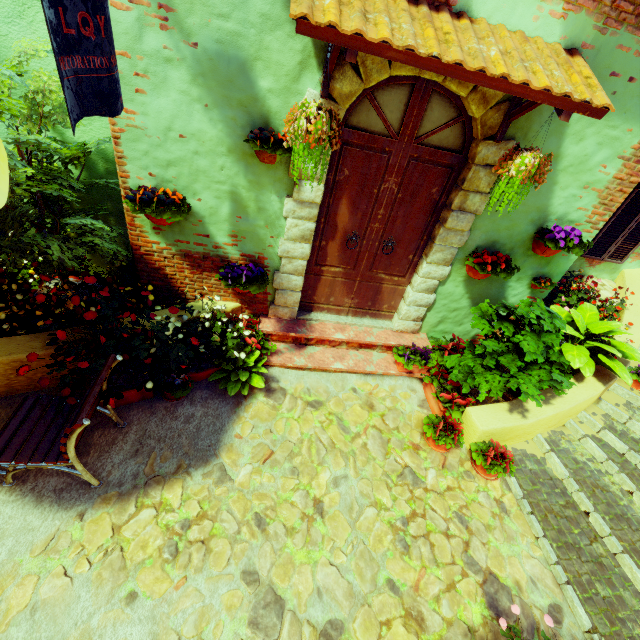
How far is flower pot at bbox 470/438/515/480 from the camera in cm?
350

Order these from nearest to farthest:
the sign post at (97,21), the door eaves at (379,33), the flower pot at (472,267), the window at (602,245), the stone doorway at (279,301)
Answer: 1. the sign post at (97,21)
2. the door eaves at (379,33)
3. the stone doorway at (279,301)
4. the flower pot at (472,267)
5. the window at (602,245)

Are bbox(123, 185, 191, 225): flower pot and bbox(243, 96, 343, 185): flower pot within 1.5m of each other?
yes

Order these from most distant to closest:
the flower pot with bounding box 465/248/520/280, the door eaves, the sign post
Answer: the flower pot with bounding box 465/248/520/280
the door eaves
the sign post

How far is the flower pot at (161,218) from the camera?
3.1m

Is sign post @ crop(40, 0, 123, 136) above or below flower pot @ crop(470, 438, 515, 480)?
above

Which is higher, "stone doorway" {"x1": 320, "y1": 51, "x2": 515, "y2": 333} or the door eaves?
the door eaves

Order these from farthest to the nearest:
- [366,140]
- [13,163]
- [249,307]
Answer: [249,307], [366,140], [13,163]
